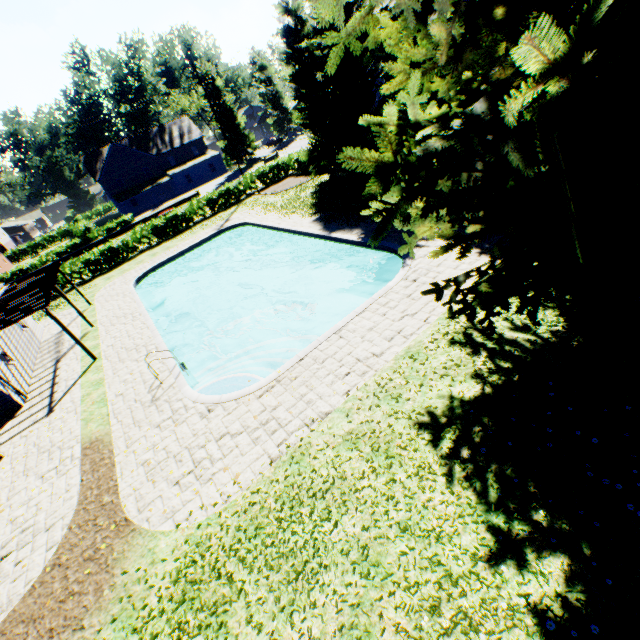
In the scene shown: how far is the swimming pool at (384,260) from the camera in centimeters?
1038cm

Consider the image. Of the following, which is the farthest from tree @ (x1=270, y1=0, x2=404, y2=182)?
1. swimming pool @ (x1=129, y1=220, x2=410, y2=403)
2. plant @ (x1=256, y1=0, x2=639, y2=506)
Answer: swimming pool @ (x1=129, y1=220, x2=410, y2=403)

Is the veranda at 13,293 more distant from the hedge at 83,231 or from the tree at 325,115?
the tree at 325,115

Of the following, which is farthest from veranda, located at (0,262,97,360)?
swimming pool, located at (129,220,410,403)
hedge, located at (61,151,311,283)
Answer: hedge, located at (61,151,311,283)

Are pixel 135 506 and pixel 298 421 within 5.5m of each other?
yes

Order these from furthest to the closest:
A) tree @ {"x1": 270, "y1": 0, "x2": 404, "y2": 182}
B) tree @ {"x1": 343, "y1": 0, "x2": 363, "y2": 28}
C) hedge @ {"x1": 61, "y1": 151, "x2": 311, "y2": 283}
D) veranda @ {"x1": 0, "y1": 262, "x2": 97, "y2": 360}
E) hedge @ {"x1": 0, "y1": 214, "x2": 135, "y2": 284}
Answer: hedge @ {"x1": 0, "y1": 214, "x2": 135, "y2": 284}, hedge @ {"x1": 61, "y1": 151, "x2": 311, "y2": 283}, tree @ {"x1": 270, "y1": 0, "x2": 404, "y2": 182}, tree @ {"x1": 343, "y1": 0, "x2": 363, "y2": 28}, veranda @ {"x1": 0, "y1": 262, "x2": 97, "y2": 360}

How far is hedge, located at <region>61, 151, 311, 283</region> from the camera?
28.8m

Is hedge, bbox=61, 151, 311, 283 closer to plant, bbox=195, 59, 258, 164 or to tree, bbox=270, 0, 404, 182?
tree, bbox=270, 0, 404, 182
